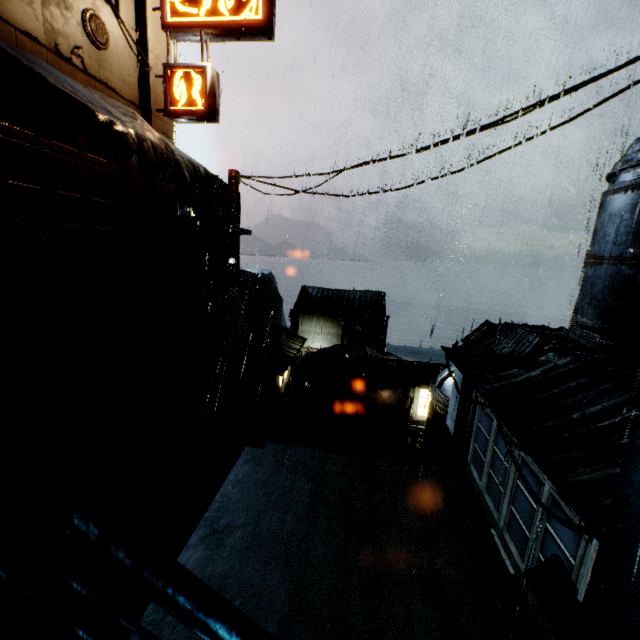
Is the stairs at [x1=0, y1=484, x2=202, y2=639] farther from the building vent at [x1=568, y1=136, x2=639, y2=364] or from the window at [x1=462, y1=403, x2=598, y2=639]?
the building vent at [x1=568, y1=136, x2=639, y2=364]

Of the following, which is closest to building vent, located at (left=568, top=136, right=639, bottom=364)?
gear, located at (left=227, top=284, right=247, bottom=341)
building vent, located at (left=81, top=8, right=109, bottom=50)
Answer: building vent, located at (left=81, top=8, right=109, bottom=50)

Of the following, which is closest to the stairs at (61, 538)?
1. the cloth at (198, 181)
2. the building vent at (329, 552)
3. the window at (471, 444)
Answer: the building vent at (329, 552)

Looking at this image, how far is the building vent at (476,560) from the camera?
9.8 meters

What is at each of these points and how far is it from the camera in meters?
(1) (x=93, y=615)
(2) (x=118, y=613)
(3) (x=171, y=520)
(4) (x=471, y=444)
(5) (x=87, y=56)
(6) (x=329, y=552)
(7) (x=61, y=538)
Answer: (1) stairs, 6.6 m
(2) railing, 1.8 m
(3) stairs, 9.3 m
(4) window, 12.5 m
(5) building, 9.4 m
(6) building vent, 10.1 m
(7) stairs, 5.6 m

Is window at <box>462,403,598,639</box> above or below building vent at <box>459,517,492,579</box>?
above

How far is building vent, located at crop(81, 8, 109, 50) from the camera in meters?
9.1 m

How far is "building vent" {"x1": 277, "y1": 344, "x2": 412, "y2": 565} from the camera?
10.8 meters
